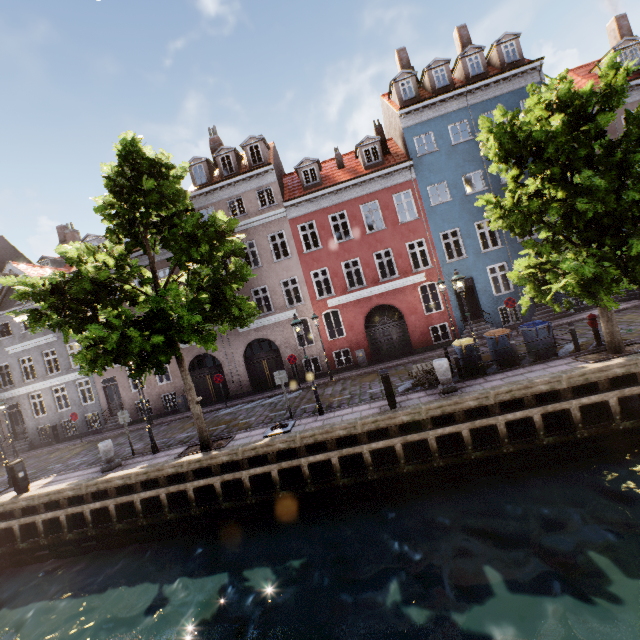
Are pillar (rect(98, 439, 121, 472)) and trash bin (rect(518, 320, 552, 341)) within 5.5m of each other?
no

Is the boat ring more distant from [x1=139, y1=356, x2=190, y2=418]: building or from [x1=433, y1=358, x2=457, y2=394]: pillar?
[x1=139, y1=356, x2=190, y2=418]: building

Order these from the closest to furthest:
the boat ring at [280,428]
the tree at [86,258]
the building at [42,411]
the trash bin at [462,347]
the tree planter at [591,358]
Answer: the tree at [86,258], the tree planter at [591,358], the boat ring at [280,428], the trash bin at [462,347], the building at [42,411]

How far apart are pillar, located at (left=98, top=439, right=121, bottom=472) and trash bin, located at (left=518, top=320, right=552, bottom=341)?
16.29m

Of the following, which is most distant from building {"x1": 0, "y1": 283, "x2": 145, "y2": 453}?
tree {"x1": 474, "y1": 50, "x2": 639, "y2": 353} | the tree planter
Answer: the tree planter

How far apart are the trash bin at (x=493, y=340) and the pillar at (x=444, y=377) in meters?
2.5 m

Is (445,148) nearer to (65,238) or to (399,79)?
(399,79)

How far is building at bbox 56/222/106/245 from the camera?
22.41m
